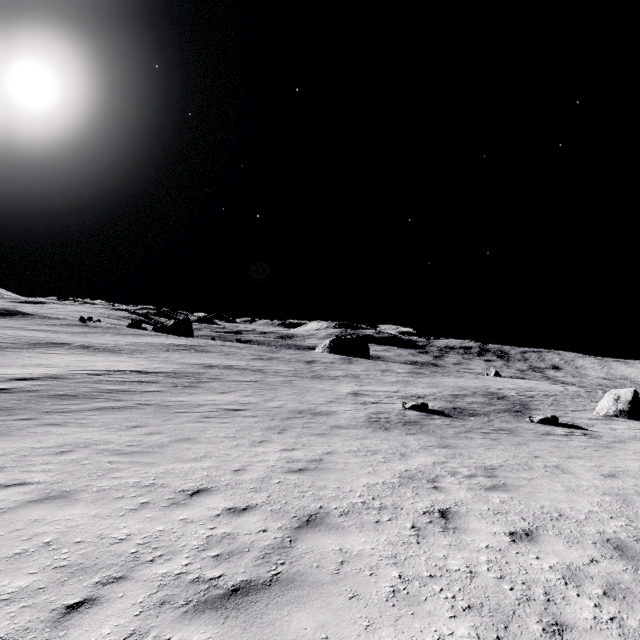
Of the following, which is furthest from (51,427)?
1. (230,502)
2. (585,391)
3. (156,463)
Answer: (585,391)
